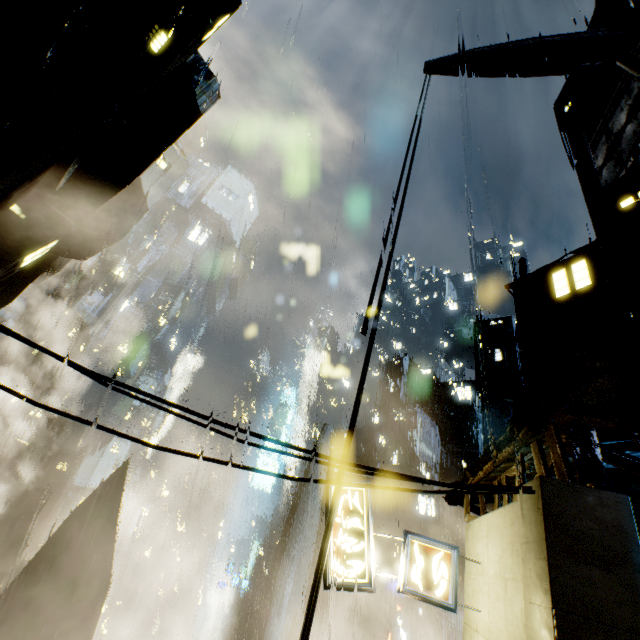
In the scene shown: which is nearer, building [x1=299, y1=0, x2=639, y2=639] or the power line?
the power line

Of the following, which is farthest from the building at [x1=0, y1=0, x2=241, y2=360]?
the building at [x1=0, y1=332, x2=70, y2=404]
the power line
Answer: the building at [x1=0, y1=332, x2=70, y2=404]

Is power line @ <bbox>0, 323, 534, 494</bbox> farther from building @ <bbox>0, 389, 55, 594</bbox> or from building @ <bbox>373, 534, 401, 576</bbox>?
building @ <bbox>0, 389, 55, 594</bbox>

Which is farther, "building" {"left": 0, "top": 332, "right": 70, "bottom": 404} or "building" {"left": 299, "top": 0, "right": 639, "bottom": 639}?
"building" {"left": 0, "top": 332, "right": 70, "bottom": 404}

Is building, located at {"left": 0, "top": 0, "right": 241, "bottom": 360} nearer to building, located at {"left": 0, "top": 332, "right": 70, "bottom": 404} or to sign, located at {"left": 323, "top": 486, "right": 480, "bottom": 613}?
sign, located at {"left": 323, "top": 486, "right": 480, "bottom": 613}

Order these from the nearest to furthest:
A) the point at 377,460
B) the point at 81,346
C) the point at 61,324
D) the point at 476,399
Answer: the point at 476,399, the point at 61,324, the point at 377,460, the point at 81,346

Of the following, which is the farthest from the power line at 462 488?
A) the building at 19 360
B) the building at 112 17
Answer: the building at 19 360

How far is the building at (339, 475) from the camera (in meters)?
6.35
